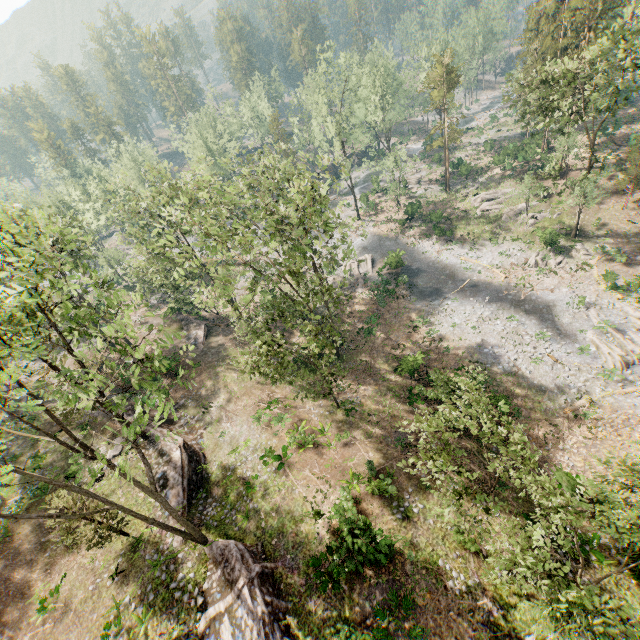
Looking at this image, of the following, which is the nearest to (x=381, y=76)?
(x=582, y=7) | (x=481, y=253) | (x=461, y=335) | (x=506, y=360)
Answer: (x=582, y=7)

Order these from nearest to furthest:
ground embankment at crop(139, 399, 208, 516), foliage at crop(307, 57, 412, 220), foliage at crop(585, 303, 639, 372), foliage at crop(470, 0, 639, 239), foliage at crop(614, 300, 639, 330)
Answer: ground embankment at crop(139, 399, 208, 516)
foliage at crop(470, 0, 639, 239)
foliage at crop(585, 303, 639, 372)
foliage at crop(614, 300, 639, 330)
foliage at crop(307, 57, 412, 220)

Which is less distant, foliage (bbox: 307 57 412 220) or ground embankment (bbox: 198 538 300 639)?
ground embankment (bbox: 198 538 300 639)

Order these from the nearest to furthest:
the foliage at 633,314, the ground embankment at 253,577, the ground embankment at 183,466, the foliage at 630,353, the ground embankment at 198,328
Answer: the ground embankment at 253,577
the ground embankment at 183,466
the foliage at 630,353
the foliage at 633,314
the ground embankment at 198,328

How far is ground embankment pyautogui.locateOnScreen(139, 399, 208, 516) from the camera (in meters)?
20.80

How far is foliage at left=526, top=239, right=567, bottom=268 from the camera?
33.9m

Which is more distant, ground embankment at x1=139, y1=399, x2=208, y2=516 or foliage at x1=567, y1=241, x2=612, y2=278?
foliage at x1=567, y1=241, x2=612, y2=278

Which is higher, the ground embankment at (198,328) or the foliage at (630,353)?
the ground embankment at (198,328)
